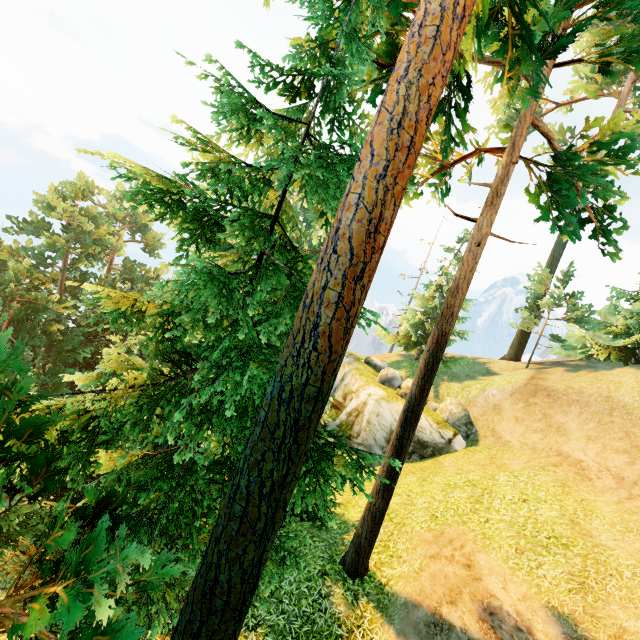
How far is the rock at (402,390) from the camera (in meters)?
21.65

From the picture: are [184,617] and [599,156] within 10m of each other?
no

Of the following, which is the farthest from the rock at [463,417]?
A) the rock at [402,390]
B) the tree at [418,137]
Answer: the tree at [418,137]

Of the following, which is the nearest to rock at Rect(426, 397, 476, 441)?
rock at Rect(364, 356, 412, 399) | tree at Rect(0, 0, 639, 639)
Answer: rock at Rect(364, 356, 412, 399)

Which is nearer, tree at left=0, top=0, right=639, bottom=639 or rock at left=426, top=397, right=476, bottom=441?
tree at left=0, top=0, right=639, bottom=639

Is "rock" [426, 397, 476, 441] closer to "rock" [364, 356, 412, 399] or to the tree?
"rock" [364, 356, 412, 399]

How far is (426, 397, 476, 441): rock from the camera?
18.9 meters
